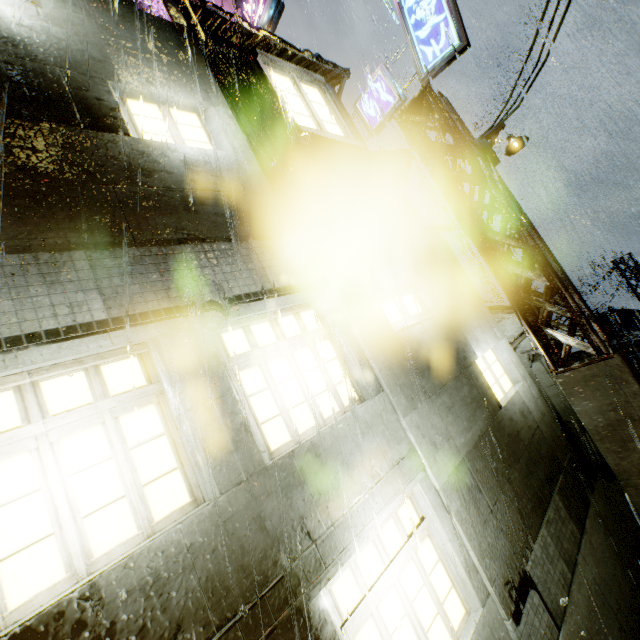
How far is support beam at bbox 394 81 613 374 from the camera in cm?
653

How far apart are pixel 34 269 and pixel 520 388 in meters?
8.9

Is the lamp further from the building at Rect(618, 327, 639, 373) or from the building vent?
the building vent

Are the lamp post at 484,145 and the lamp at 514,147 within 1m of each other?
yes

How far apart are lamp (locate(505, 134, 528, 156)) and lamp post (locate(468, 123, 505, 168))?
0.1m

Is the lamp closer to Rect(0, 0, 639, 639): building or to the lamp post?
the lamp post

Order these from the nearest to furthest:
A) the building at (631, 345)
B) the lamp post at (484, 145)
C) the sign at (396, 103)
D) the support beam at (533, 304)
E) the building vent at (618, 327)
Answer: the support beam at (533, 304), the lamp post at (484, 145), the sign at (396, 103), the building at (631, 345), the building vent at (618, 327)

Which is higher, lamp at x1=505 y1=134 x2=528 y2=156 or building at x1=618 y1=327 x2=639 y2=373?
lamp at x1=505 y1=134 x2=528 y2=156
